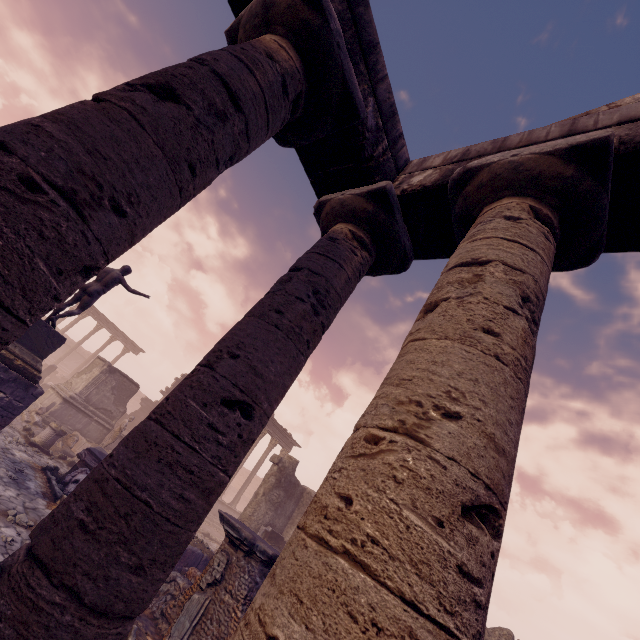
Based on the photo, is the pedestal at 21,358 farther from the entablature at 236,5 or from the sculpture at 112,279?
the entablature at 236,5

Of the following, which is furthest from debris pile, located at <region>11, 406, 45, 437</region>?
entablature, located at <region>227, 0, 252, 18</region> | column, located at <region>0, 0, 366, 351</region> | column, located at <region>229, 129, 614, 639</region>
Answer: column, located at <region>229, 129, 614, 639</region>

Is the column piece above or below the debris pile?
above

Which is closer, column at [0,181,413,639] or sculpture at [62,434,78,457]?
column at [0,181,413,639]

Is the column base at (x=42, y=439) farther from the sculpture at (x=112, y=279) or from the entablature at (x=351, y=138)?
the entablature at (x=351, y=138)

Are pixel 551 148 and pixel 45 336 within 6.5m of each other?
no

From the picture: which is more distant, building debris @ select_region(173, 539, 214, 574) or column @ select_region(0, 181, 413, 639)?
building debris @ select_region(173, 539, 214, 574)

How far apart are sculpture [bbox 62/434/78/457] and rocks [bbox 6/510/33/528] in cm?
812
